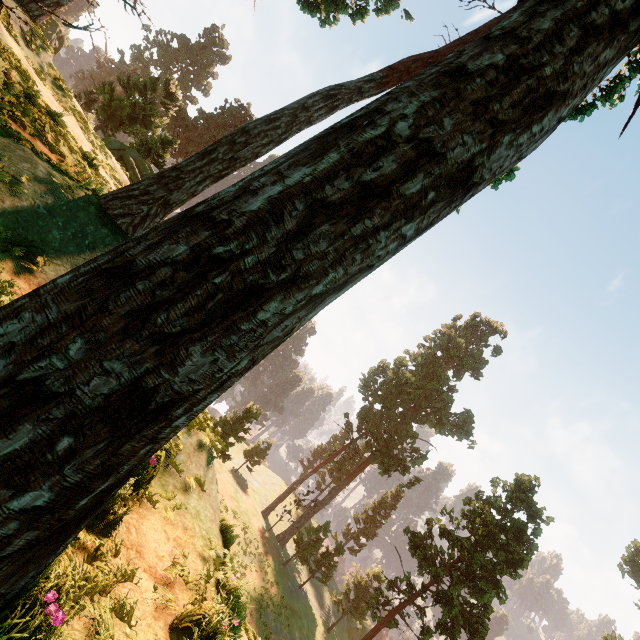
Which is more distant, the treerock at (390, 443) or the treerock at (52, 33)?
the treerock at (390, 443)

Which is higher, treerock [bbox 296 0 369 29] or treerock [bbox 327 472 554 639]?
treerock [bbox 296 0 369 29]

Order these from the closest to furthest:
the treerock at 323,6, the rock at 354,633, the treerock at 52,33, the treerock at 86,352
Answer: the treerock at 86,352, the treerock at 52,33, the treerock at 323,6, the rock at 354,633

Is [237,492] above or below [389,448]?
below

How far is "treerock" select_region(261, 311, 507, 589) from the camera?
36.5 meters

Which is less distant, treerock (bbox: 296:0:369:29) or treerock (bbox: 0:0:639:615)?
treerock (bbox: 0:0:639:615)

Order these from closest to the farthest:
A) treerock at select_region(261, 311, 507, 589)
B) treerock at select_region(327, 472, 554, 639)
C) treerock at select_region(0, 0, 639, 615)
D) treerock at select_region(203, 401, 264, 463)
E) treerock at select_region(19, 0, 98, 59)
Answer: treerock at select_region(0, 0, 639, 615)
treerock at select_region(19, 0, 98, 59)
treerock at select_region(203, 401, 264, 463)
treerock at select_region(327, 472, 554, 639)
treerock at select_region(261, 311, 507, 589)
